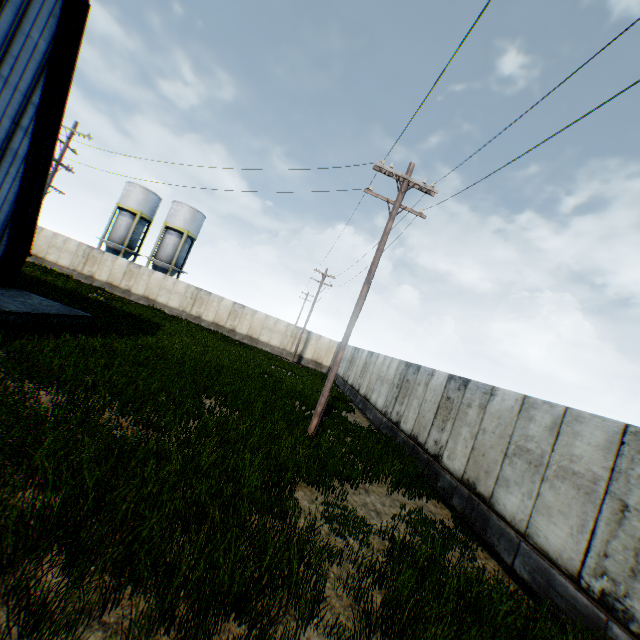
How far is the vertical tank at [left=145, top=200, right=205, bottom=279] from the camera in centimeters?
3838cm

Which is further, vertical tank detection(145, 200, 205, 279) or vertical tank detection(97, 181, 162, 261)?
vertical tank detection(145, 200, 205, 279)

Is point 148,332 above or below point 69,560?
above

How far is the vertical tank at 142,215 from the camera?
37.78m

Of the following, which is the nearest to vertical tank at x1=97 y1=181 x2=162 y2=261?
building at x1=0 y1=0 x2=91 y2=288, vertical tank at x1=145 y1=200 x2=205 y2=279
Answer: vertical tank at x1=145 y1=200 x2=205 y2=279

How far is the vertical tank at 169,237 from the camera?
38.4m

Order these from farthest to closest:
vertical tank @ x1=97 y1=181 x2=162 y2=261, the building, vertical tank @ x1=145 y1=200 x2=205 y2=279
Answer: vertical tank @ x1=145 y1=200 x2=205 y2=279 → vertical tank @ x1=97 y1=181 x2=162 y2=261 → the building
